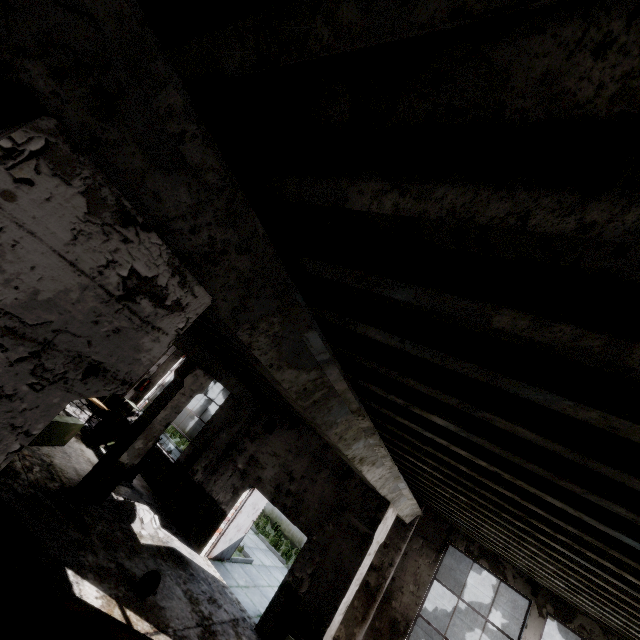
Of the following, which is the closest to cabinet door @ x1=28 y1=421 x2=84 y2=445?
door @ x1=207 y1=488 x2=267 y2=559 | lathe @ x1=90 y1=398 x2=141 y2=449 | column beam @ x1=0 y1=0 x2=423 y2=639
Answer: lathe @ x1=90 y1=398 x2=141 y2=449

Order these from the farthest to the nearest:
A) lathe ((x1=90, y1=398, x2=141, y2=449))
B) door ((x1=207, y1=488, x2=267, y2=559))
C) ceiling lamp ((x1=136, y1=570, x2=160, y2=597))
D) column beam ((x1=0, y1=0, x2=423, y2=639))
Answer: lathe ((x1=90, y1=398, x2=141, y2=449)) < door ((x1=207, y1=488, x2=267, y2=559)) < ceiling lamp ((x1=136, y1=570, x2=160, y2=597)) < column beam ((x1=0, y1=0, x2=423, y2=639))

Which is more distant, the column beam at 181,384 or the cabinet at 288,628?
the cabinet at 288,628

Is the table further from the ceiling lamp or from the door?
the door

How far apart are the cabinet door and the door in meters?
5.1 m

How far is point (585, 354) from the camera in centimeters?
141cm

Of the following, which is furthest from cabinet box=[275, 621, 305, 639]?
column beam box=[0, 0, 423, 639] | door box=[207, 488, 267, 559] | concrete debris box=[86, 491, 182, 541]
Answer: door box=[207, 488, 267, 559]

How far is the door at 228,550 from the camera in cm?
949
